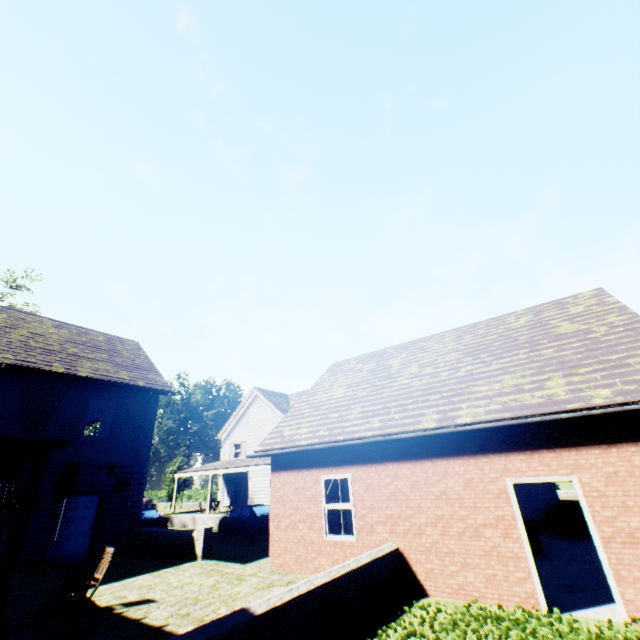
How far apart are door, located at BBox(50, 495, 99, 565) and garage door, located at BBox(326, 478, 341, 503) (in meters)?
8.14

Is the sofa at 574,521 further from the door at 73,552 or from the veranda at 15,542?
the door at 73,552

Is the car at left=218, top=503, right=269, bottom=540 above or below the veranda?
below

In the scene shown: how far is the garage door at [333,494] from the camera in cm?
1258

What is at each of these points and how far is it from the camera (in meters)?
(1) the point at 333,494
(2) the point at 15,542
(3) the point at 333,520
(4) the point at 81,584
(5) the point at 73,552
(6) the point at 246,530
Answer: (1) garage door, 12.82
(2) veranda, 4.64
(3) garage door, 12.35
(4) chair, 5.84
(5) door, 12.07
(6) car, 17.50

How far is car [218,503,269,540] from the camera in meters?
17.1 m

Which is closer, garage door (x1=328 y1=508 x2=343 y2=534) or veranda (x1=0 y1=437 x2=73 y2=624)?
veranda (x1=0 y1=437 x2=73 y2=624)

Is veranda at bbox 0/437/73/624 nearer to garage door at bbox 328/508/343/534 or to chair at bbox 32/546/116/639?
chair at bbox 32/546/116/639
